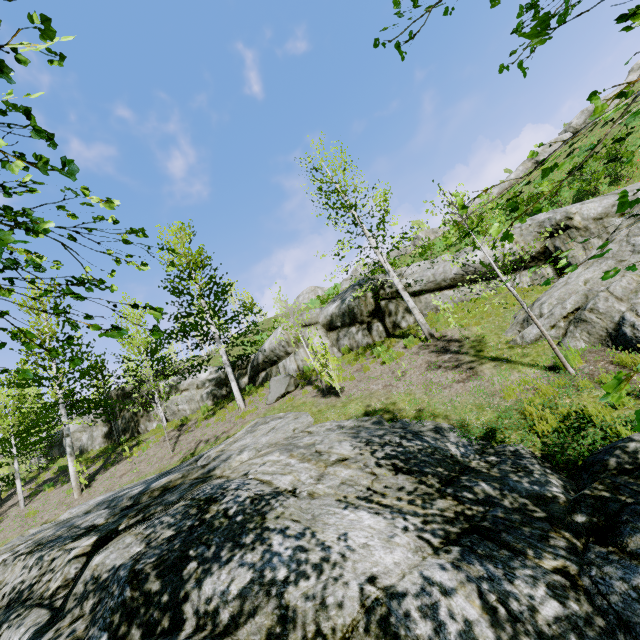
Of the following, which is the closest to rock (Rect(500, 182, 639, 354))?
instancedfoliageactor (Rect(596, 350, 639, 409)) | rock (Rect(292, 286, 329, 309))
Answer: instancedfoliageactor (Rect(596, 350, 639, 409))

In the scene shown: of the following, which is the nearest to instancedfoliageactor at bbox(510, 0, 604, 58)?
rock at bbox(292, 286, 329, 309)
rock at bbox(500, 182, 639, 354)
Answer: rock at bbox(500, 182, 639, 354)

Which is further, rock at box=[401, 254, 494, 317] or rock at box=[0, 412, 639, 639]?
rock at box=[401, 254, 494, 317]

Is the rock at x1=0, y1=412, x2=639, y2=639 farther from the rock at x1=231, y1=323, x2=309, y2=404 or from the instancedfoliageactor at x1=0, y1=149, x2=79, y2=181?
the rock at x1=231, y1=323, x2=309, y2=404

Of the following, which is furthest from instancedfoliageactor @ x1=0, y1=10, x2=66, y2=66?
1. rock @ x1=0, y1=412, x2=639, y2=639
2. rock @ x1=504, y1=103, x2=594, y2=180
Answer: rock @ x1=504, y1=103, x2=594, y2=180

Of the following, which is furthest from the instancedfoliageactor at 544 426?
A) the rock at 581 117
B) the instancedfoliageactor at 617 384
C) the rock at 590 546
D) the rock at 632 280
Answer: the rock at 581 117

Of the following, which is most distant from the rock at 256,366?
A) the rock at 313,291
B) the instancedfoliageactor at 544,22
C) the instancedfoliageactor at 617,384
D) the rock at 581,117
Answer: the rock at 313,291

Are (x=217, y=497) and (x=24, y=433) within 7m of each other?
no
